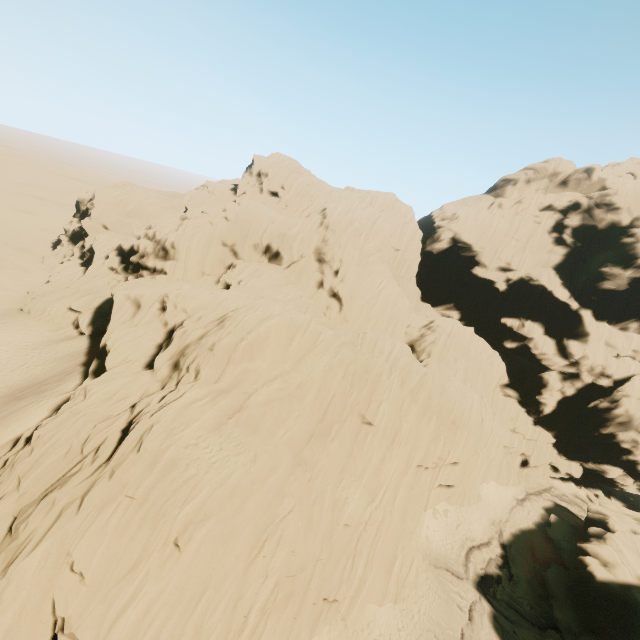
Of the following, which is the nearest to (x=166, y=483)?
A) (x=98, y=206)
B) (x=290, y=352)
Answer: (x=290, y=352)
